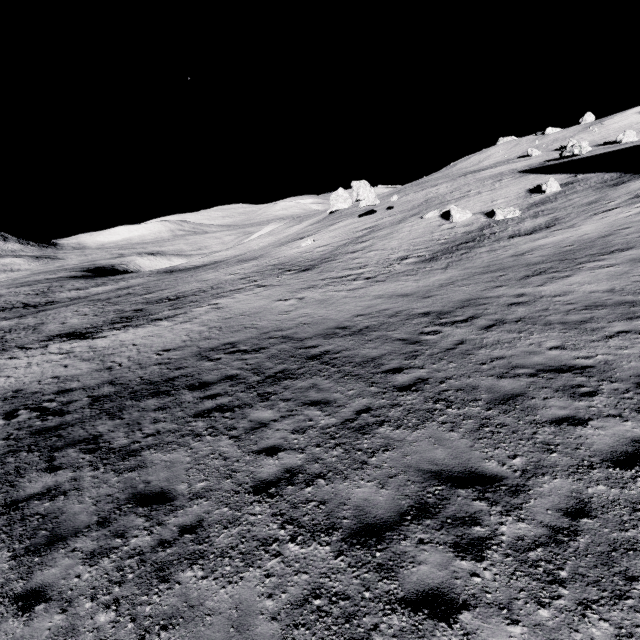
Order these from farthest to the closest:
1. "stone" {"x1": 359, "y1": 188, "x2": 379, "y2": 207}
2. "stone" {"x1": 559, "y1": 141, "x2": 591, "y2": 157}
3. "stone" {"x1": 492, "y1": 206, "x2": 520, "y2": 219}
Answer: "stone" {"x1": 359, "y1": 188, "x2": 379, "y2": 207}
"stone" {"x1": 559, "y1": 141, "x2": 591, "y2": 157}
"stone" {"x1": 492, "y1": 206, "x2": 520, "y2": 219}

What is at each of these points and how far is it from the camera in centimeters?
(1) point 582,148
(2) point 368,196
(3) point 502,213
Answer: (1) stone, 3447cm
(2) stone, 4244cm
(3) stone, 2420cm

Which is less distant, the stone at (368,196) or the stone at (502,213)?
the stone at (502,213)

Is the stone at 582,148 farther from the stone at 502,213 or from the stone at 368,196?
the stone at 368,196

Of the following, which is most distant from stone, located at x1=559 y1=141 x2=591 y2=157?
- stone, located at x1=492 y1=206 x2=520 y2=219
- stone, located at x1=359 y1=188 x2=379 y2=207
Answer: stone, located at x1=359 y1=188 x2=379 y2=207

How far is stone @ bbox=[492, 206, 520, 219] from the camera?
23.5 meters

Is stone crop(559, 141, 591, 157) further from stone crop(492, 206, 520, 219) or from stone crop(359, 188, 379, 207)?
stone crop(359, 188, 379, 207)

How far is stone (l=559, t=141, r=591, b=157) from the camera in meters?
34.4
